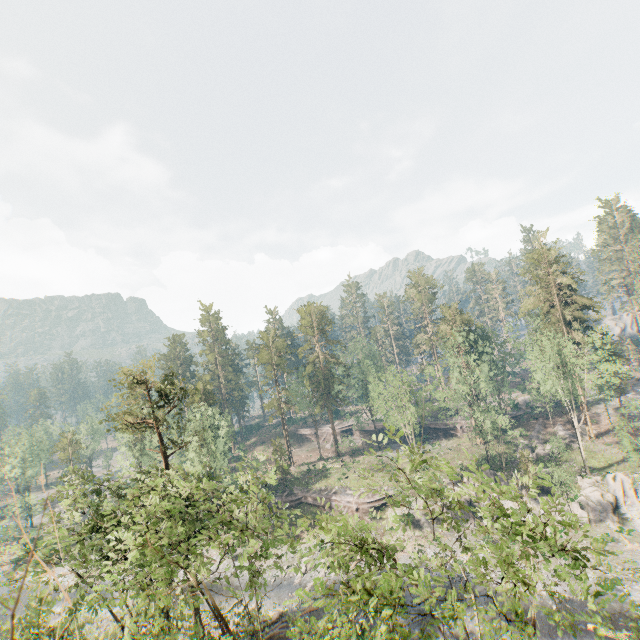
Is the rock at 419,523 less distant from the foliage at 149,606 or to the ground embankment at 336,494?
the ground embankment at 336,494

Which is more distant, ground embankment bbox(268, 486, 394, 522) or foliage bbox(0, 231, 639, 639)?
ground embankment bbox(268, 486, 394, 522)

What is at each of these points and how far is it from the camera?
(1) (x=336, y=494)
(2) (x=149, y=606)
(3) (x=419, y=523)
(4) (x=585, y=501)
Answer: (1) ground embankment, 50.0m
(2) foliage, 14.0m
(3) rock, 42.2m
(4) rock, 37.9m

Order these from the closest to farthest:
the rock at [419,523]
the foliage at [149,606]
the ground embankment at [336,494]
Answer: the foliage at [149,606] < the rock at [419,523] < the ground embankment at [336,494]

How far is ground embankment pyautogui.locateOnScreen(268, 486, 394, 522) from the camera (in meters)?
45.94

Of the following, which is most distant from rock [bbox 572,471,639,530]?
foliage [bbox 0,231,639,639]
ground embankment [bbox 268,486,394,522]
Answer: foliage [bbox 0,231,639,639]
